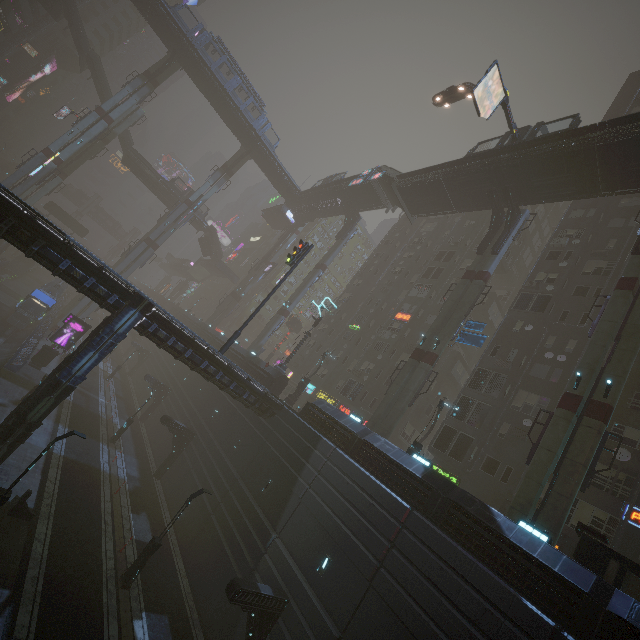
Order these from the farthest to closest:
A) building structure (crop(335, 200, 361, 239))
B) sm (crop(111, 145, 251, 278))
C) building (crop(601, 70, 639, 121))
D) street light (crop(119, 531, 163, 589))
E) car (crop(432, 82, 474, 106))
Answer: sm (crop(111, 145, 251, 278)) < building structure (crop(335, 200, 361, 239)) < building (crop(601, 70, 639, 121)) < car (crop(432, 82, 474, 106)) < street light (crop(119, 531, 163, 589))

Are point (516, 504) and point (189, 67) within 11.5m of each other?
no

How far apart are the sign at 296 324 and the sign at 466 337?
31.1 meters

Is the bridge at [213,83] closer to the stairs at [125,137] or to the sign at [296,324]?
the stairs at [125,137]

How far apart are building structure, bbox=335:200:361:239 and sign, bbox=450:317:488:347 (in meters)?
26.76

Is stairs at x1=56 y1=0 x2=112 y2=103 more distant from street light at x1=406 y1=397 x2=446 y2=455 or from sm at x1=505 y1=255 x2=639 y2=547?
sm at x1=505 y1=255 x2=639 y2=547

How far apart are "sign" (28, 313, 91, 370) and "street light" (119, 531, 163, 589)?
24.5m

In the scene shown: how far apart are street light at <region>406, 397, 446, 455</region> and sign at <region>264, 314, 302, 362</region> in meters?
34.2 m
